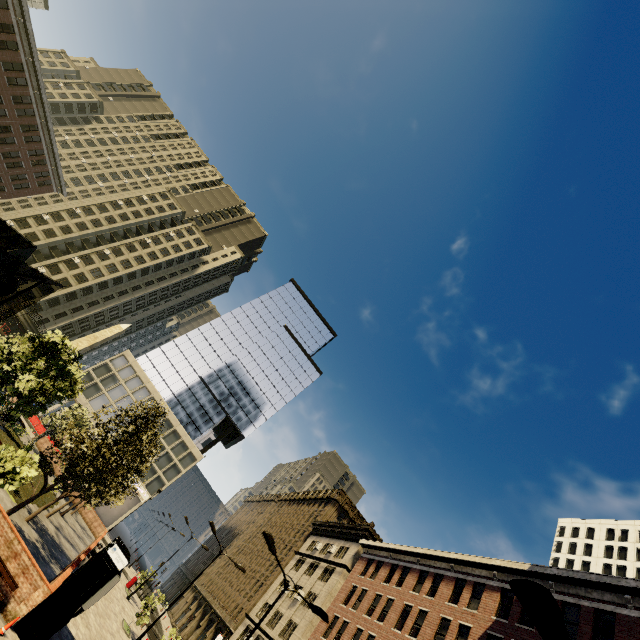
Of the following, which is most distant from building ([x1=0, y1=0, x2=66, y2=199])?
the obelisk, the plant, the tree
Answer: the obelisk

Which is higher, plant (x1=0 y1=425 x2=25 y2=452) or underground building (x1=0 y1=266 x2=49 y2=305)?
underground building (x1=0 y1=266 x2=49 y2=305)

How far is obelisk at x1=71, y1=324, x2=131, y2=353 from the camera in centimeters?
2966cm

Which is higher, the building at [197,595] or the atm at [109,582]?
the building at [197,595]

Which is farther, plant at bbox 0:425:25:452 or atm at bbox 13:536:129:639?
plant at bbox 0:425:25:452

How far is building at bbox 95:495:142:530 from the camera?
51.3 meters

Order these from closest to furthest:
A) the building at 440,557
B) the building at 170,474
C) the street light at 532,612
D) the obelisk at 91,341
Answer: the street light at 532,612 → the building at 440,557 → the obelisk at 91,341 → the building at 170,474

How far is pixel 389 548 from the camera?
32.5 meters
